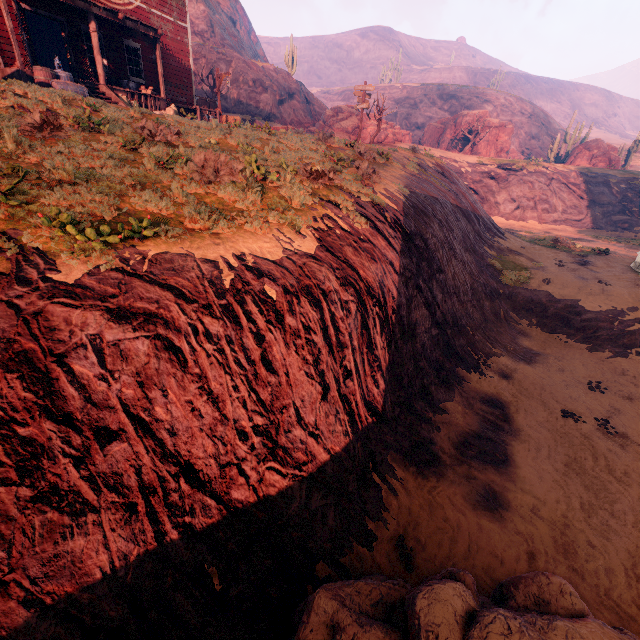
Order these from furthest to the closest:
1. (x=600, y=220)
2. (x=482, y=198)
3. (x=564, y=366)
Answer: (x=482, y=198) < (x=600, y=220) < (x=564, y=366)

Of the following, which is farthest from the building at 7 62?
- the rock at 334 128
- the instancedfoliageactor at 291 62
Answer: the instancedfoliageactor at 291 62

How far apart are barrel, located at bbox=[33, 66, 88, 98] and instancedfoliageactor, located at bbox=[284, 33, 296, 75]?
34.83m

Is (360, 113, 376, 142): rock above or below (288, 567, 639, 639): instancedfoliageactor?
above

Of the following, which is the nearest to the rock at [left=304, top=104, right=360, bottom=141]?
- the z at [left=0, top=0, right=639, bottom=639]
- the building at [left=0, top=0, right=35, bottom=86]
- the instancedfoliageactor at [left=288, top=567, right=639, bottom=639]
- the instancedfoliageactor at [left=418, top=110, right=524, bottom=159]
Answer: the z at [left=0, top=0, right=639, bottom=639]

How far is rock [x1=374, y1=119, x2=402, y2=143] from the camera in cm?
3250

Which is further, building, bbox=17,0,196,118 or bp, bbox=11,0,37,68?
building, bbox=17,0,196,118

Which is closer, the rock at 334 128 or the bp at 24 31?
the bp at 24 31
